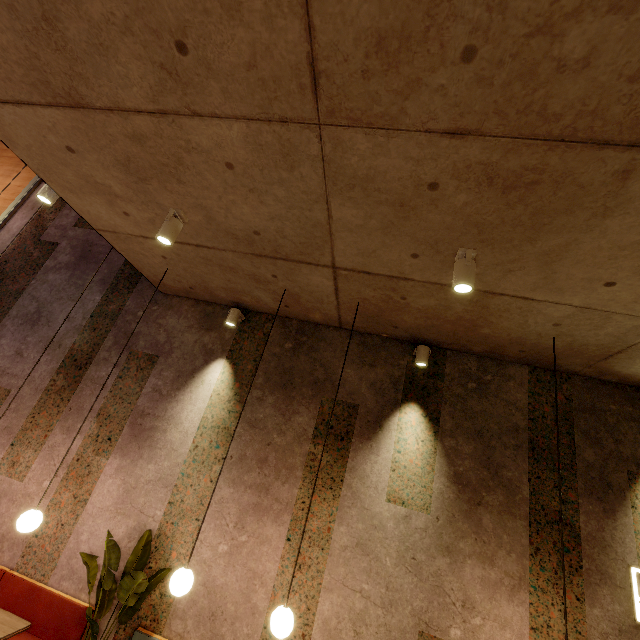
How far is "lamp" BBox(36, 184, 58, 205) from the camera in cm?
343

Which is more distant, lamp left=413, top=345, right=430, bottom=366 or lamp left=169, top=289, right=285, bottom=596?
lamp left=413, top=345, right=430, bottom=366

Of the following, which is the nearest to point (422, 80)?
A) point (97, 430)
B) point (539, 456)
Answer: point (539, 456)

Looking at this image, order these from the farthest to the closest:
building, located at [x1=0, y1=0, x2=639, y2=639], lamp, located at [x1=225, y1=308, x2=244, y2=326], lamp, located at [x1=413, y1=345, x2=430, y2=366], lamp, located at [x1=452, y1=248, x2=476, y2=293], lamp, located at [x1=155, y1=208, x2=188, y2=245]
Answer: lamp, located at [x1=225, y1=308, x2=244, y2=326]
lamp, located at [x1=413, y1=345, x2=430, y2=366]
lamp, located at [x1=155, y1=208, x2=188, y2=245]
lamp, located at [x1=452, y1=248, x2=476, y2=293]
building, located at [x1=0, y1=0, x2=639, y2=639]

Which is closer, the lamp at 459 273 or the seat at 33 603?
the lamp at 459 273

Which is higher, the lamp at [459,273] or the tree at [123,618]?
the lamp at [459,273]

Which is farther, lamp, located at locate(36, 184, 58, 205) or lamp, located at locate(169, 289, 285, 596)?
lamp, located at locate(36, 184, 58, 205)

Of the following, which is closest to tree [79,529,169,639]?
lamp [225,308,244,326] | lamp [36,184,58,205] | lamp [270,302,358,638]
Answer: lamp [270,302,358,638]
